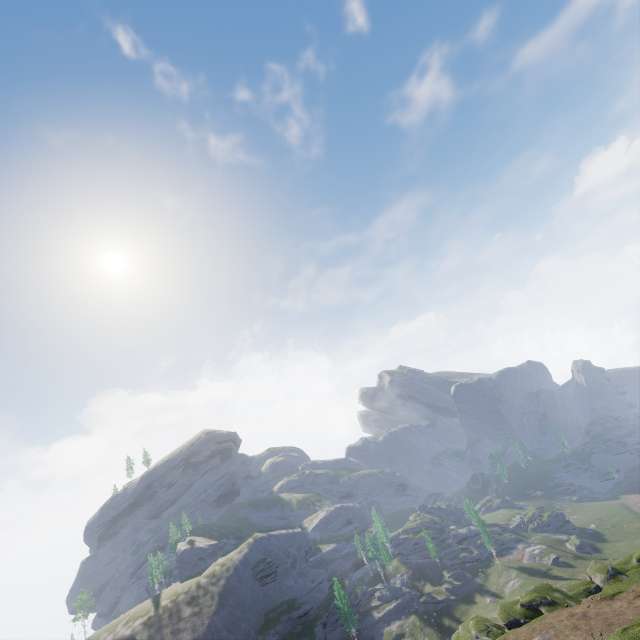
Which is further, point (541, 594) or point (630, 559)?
point (630, 559)
